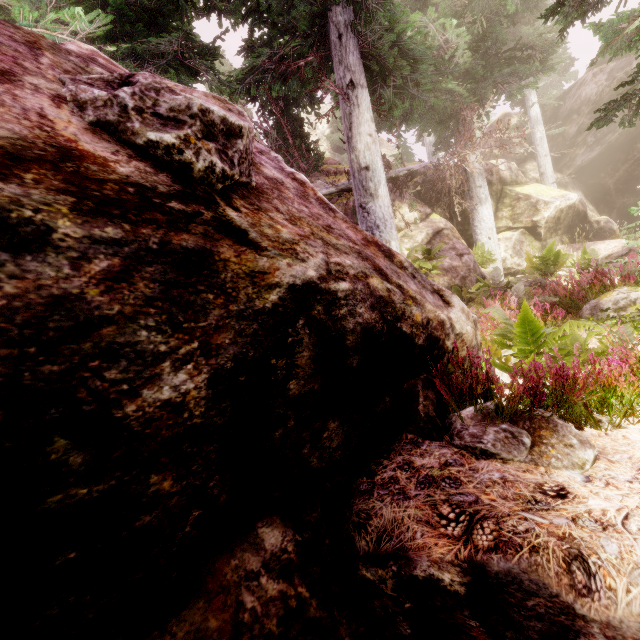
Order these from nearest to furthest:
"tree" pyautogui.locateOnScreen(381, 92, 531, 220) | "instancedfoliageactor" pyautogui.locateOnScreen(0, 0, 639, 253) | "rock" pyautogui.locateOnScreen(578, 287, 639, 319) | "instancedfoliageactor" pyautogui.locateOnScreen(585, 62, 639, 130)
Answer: "instancedfoliageactor" pyautogui.locateOnScreen(0, 0, 639, 253), "instancedfoliageactor" pyautogui.locateOnScreen(585, 62, 639, 130), "rock" pyautogui.locateOnScreen(578, 287, 639, 319), "tree" pyautogui.locateOnScreen(381, 92, 531, 220)

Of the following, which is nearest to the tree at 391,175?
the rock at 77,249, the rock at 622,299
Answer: the rock at 77,249

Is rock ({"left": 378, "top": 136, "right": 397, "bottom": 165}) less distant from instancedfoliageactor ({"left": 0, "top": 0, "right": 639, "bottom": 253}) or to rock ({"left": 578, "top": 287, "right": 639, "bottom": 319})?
instancedfoliageactor ({"left": 0, "top": 0, "right": 639, "bottom": 253})

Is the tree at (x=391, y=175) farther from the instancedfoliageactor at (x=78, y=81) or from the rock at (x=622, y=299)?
the rock at (x=622, y=299)

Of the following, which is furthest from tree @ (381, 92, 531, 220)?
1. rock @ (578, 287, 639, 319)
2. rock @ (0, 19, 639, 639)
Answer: rock @ (578, 287, 639, 319)

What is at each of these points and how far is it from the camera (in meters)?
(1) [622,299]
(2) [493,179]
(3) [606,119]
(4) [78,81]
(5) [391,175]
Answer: (1) rock, 5.93
(2) rock, 15.83
(3) instancedfoliageactor, 5.38
(4) instancedfoliageactor, 1.48
(5) tree, 12.06

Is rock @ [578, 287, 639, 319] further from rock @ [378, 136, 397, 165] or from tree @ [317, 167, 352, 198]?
tree @ [317, 167, 352, 198]

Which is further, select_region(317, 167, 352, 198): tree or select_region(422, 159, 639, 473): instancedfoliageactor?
select_region(317, 167, 352, 198): tree
